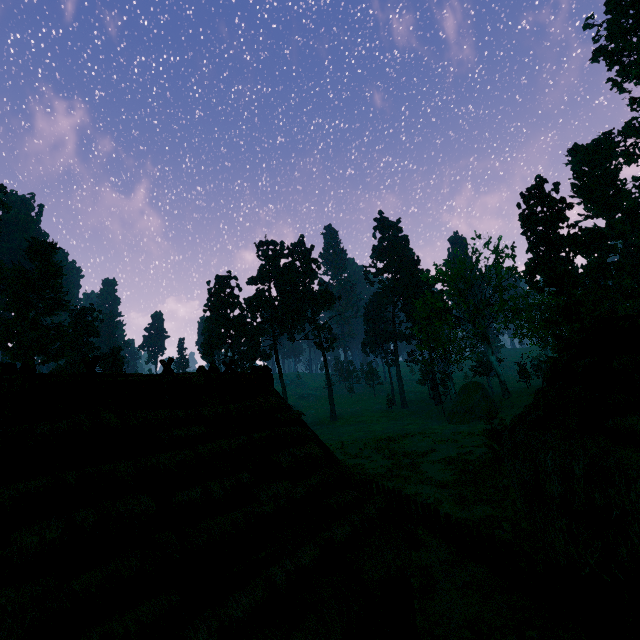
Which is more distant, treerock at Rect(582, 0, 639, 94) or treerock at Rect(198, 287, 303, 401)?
treerock at Rect(198, 287, 303, 401)

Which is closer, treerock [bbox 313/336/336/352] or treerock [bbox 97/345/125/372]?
treerock [bbox 97/345/125/372]

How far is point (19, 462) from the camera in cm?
474

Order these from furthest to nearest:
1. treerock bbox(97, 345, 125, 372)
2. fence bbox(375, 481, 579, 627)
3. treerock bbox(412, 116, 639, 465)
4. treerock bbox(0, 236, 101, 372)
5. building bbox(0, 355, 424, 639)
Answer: treerock bbox(97, 345, 125, 372) → treerock bbox(0, 236, 101, 372) → treerock bbox(412, 116, 639, 465) → fence bbox(375, 481, 579, 627) → building bbox(0, 355, 424, 639)

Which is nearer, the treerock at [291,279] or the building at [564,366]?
the building at [564,366]

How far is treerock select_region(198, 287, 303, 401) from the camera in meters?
53.9 m

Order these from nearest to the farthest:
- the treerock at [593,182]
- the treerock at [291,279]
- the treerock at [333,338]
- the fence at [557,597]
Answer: the fence at [557,597], the treerock at [593,182], the treerock at [333,338], the treerock at [291,279]
